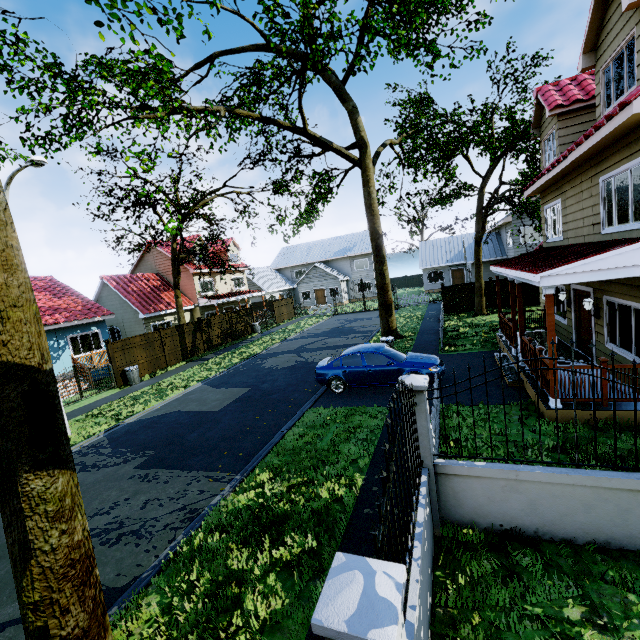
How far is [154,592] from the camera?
4.9m

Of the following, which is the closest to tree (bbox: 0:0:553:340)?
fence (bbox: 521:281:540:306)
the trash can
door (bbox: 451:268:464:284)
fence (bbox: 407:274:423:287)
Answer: fence (bbox: 521:281:540:306)

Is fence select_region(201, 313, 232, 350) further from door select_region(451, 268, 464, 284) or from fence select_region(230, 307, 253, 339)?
door select_region(451, 268, 464, 284)

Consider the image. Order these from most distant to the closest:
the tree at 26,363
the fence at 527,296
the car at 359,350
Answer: the fence at 527,296
the car at 359,350
the tree at 26,363

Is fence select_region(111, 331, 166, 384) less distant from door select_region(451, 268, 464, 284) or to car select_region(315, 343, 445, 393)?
car select_region(315, 343, 445, 393)

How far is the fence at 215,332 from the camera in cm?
2339

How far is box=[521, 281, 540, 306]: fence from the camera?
21.5m
